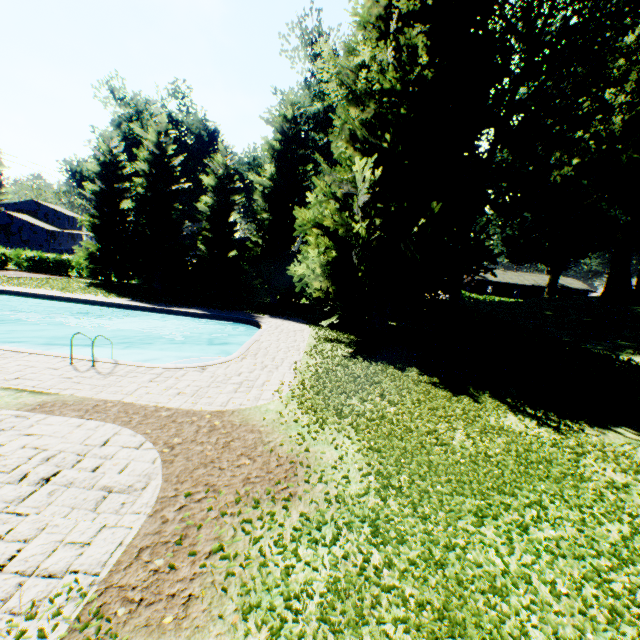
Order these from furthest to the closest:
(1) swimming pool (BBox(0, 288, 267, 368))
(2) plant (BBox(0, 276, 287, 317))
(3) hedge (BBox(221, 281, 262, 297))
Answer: (3) hedge (BBox(221, 281, 262, 297)), (2) plant (BBox(0, 276, 287, 317)), (1) swimming pool (BBox(0, 288, 267, 368))

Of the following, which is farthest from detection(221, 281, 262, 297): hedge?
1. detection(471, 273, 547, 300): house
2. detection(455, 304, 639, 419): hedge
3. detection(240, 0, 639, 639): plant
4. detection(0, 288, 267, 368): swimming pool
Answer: detection(455, 304, 639, 419): hedge

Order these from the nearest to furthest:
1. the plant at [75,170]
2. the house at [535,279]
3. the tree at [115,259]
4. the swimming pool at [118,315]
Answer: the swimming pool at [118,315] < the tree at [115,259] < the plant at [75,170] < the house at [535,279]

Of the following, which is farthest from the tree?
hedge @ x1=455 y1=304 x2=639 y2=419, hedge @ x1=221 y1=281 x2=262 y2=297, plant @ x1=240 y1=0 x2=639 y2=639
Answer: hedge @ x1=455 y1=304 x2=639 y2=419

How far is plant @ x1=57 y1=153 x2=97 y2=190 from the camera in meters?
39.8 m

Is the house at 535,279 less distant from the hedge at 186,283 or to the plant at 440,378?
the plant at 440,378

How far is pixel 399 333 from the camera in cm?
2064

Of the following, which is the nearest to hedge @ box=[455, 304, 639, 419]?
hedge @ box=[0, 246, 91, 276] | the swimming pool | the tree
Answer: the swimming pool
